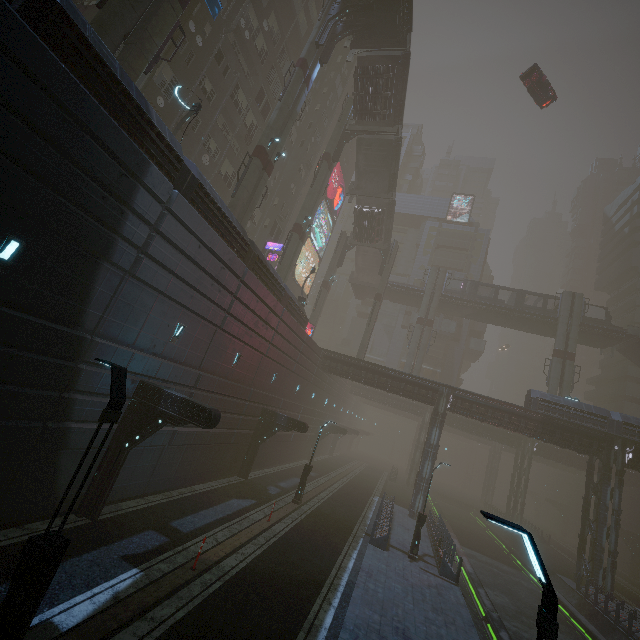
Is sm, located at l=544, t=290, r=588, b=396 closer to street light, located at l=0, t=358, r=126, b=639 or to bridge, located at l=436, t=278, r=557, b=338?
bridge, located at l=436, t=278, r=557, b=338

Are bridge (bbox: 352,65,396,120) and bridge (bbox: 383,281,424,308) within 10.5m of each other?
no

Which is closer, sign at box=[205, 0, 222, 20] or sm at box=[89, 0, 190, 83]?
sm at box=[89, 0, 190, 83]

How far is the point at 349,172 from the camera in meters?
58.0

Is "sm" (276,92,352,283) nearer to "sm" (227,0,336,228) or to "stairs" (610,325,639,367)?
"sm" (227,0,336,228)

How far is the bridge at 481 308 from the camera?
42.94m

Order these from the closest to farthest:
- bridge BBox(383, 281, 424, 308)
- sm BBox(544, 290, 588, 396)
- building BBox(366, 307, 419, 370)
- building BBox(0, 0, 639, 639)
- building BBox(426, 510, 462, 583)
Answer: building BBox(0, 0, 639, 639)
building BBox(426, 510, 462, 583)
sm BBox(544, 290, 588, 396)
bridge BBox(383, 281, 424, 308)
building BBox(366, 307, 419, 370)

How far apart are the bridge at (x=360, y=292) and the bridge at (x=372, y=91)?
21.88m
